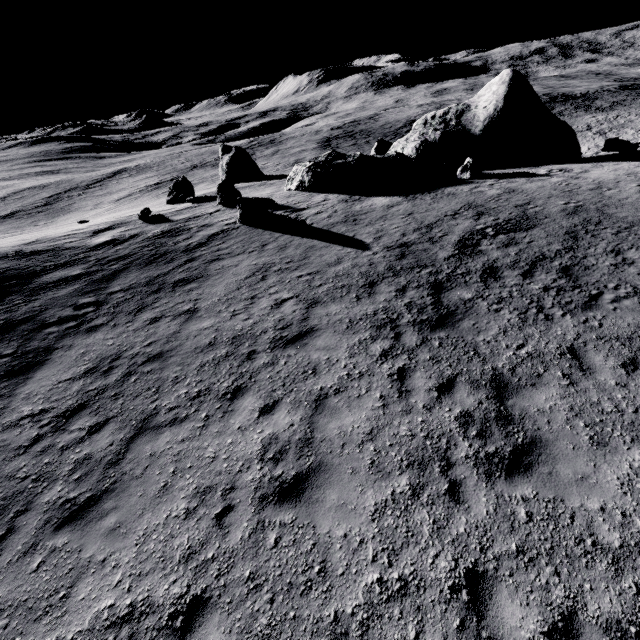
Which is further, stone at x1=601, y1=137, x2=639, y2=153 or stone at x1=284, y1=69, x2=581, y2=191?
stone at x1=601, y1=137, x2=639, y2=153

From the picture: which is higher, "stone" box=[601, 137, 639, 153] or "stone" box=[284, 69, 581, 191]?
"stone" box=[284, 69, 581, 191]

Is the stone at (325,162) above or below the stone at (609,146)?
above

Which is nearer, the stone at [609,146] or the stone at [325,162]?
the stone at [325,162]

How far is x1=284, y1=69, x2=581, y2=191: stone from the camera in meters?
21.8

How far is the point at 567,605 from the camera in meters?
4.3 m
